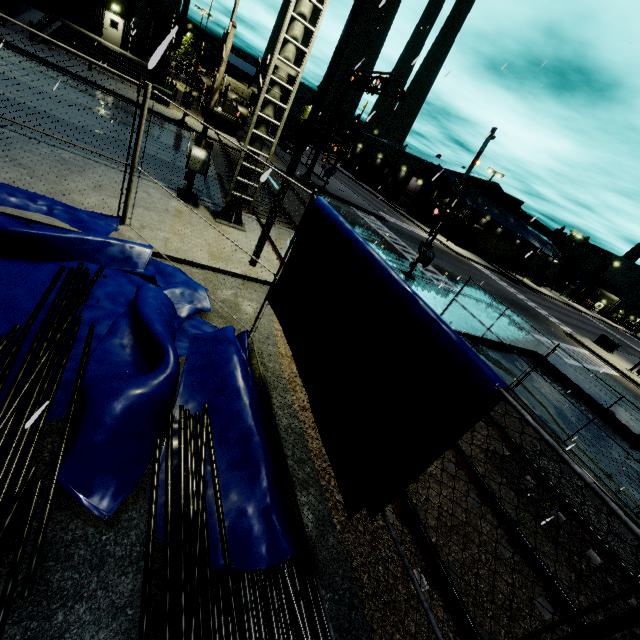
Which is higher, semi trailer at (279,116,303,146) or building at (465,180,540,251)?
building at (465,180,540,251)

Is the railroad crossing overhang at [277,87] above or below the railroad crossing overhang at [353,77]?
below

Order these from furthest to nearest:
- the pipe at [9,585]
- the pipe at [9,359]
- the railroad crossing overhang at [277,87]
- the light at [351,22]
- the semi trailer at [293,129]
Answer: the semi trailer at [293,129] → the railroad crossing overhang at [277,87] → the light at [351,22] → the pipe at [9,359] → the pipe at [9,585]

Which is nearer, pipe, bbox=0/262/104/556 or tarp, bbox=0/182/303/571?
pipe, bbox=0/262/104/556

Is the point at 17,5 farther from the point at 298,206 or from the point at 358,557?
the point at 358,557

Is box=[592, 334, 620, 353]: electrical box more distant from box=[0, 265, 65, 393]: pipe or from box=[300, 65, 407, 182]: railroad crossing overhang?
box=[0, 265, 65, 393]: pipe

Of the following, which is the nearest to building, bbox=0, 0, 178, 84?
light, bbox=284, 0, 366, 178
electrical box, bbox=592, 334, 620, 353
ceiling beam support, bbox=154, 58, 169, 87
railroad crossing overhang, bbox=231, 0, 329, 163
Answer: ceiling beam support, bbox=154, 58, 169, 87

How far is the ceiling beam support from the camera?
29.2 meters
